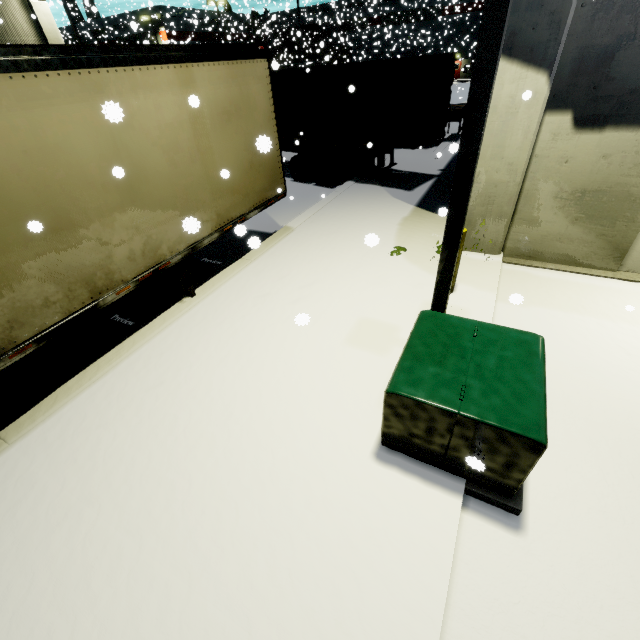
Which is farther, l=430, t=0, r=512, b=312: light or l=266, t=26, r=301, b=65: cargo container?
l=266, t=26, r=301, b=65: cargo container

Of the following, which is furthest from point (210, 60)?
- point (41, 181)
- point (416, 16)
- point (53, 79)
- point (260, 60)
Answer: point (416, 16)

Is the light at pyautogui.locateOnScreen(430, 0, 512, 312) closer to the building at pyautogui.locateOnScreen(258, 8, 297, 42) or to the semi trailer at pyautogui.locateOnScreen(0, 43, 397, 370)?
the semi trailer at pyautogui.locateOnScreen(0, 43, 397, 370)

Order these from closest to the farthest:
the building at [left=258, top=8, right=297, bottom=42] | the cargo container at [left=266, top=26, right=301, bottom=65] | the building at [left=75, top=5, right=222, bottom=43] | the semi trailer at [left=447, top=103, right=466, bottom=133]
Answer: the semi trailer at [left=447, top=103, right=466, bottom=133]
the building at [left=75, top=5, right=222, bottom=43]
the cargo container at [left=266, top=26, right=301, bottom=65]
the building at [left=258, top=8, right=297, bottom=42]

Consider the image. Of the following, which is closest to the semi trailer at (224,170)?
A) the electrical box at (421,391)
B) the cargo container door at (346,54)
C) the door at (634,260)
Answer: the electrical box at (421,391)

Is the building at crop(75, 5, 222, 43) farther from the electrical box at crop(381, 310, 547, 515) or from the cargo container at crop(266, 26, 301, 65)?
the electrical box at crop(381, 310, 547, 515)

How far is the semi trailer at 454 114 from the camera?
14.64m
